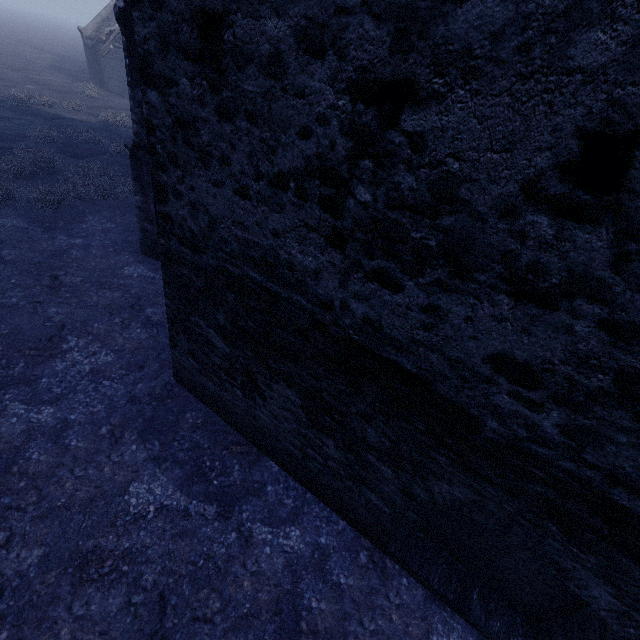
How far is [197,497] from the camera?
3.5 meters
